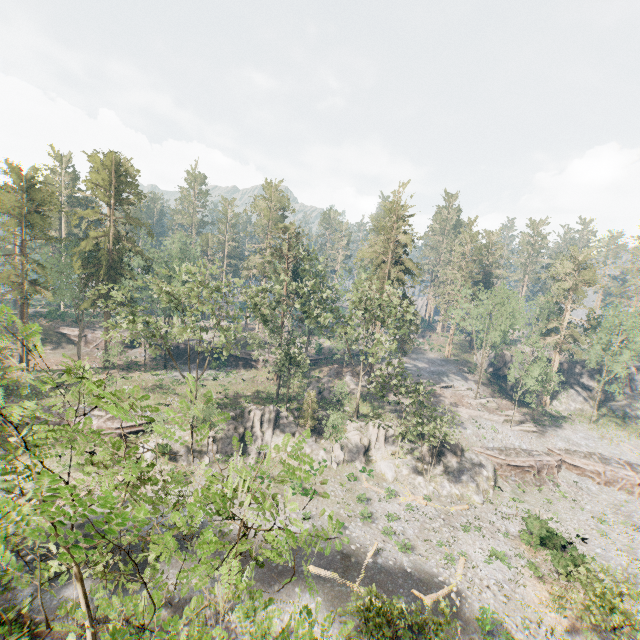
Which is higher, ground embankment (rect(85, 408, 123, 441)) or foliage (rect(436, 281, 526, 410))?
foliage (rect(436, 281, 526, 410))

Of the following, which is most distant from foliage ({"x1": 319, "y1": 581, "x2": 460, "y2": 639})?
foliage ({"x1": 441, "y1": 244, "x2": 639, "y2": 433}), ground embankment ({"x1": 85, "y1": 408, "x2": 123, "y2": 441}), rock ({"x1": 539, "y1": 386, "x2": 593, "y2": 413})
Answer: rock ({"x1": 539, "y1": 386, "x2": 593, "y2": 413})

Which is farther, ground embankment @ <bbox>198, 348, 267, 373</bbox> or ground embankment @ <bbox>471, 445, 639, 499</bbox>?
ground embankment @ <bbox>198, 348, 267, 373</bbox>

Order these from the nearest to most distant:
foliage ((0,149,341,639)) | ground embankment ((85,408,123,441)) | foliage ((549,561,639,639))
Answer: foliage ((0,149,341,639)) < foliage ((549,561,639,639)) < ground embankment ((85,408,123,441))

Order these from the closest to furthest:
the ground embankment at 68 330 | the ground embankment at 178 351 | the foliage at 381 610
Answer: the foliage at 381 610, the ground embankment at 178 351, the ground embankment at 68 330

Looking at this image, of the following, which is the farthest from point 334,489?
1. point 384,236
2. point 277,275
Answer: point 384,236

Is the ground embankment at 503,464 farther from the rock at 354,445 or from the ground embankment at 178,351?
the ground embankment at 178,351

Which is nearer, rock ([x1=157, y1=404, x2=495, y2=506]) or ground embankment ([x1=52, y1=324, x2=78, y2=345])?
rock ([x1=157, y1=404, x2=495, y2=506])
